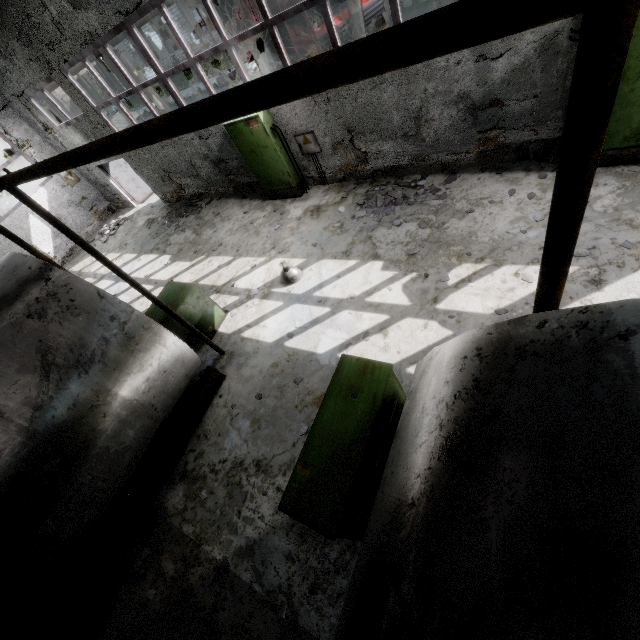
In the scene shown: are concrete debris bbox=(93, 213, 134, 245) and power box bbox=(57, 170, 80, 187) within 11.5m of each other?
yes

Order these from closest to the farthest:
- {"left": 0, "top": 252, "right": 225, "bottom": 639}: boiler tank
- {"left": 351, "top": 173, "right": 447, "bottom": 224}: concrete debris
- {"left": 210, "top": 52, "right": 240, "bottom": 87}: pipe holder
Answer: {"left": 0, "top": 252, "right": 225, "bottom": 639}: boiler tank, {"left": 351, "top": 173, "right": 447, "bottom": 224}: concrete debris, {"left": 210, "top": 52, "right": 240, "bottom": 87}: pipe holder

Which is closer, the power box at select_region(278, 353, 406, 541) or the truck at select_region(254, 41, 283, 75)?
the power box at select_region(278, 353, 406, 541)

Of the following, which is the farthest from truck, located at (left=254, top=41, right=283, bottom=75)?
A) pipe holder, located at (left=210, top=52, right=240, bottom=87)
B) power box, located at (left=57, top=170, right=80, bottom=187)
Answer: power box, located at (left=57, top=170, right=80, bottom=187)

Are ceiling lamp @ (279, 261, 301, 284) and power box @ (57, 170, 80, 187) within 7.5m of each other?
no

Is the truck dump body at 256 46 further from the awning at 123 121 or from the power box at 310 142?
the power box at 310 142

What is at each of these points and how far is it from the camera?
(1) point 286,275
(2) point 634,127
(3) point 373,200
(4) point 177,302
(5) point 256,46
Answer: (1) ceiling lamp, 7.6m
(2) power box, 5.4m
(3) concrete debris, 8.1m
(4) boiler tank, 6.9m
(5) truck dump body, 16.1m

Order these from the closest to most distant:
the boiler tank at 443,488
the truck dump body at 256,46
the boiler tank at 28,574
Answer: the boiler tank at 443,488, the boiler tank at 28,574, the truck dump body at 256,46
